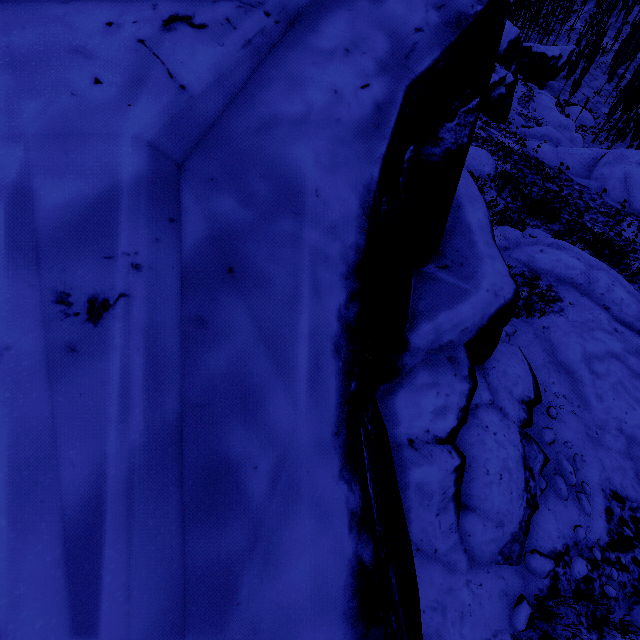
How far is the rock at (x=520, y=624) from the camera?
5.0m

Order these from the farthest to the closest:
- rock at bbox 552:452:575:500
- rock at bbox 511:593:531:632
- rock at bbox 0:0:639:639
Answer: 1. rock at bbox 552:452:575:500
2. rock at bbox 511:593:531:632
3. rock at bbox 0:0:639:639

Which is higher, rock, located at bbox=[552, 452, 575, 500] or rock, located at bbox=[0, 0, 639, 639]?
rock, located at bbox=[0, 0, 639, 639]

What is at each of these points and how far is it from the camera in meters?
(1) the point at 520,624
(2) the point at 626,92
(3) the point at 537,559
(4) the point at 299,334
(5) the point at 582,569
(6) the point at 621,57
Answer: (1) rock, 5.0
(2) instancedfoliageactor, 39.7
(3) rock, 5.7
(4) rock, 1.4
(5) rock, 5.9
(6) instancedfoliageactor, 53.9

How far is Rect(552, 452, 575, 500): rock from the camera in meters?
6.7 m

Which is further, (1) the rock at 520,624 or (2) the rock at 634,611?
(2) the rock at 634,611

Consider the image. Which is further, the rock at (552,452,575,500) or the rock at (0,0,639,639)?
the rock at (552,452,575,500)
